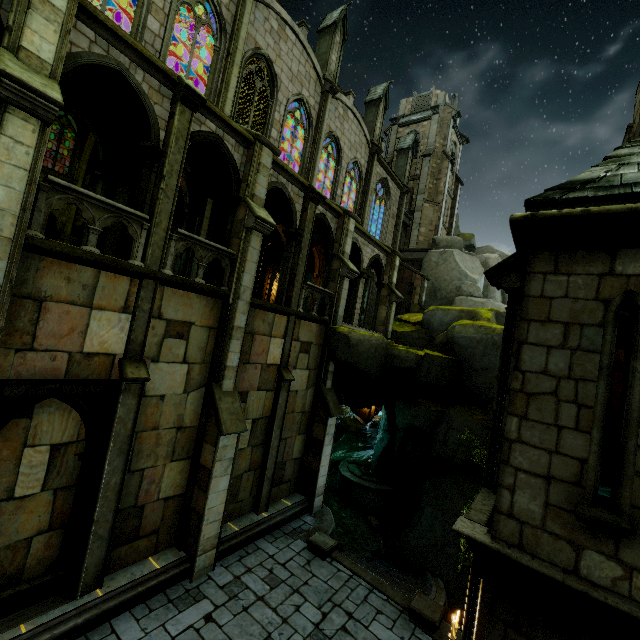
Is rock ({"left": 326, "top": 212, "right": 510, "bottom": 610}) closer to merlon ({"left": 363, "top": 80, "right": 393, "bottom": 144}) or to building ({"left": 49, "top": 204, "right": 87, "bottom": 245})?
building ({"left": 49, "top": 204, "right": 87, "bottom": 245})

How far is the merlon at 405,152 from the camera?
27.8 meters

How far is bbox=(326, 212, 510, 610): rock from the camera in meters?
14.3

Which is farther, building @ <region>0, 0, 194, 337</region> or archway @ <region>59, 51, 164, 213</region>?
archway @ <region>59, 51, 164, 213</region>

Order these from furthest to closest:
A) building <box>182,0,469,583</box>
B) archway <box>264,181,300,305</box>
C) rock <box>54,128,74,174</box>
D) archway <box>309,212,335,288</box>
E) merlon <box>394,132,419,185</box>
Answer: merlon <box>394,132,419,185</box> < rock <box>54,128,74,174</box> < archway <box>309,212,335,288</box> < archway <box>264,181,300,305</box> < building <box>182,0,469,583</box>

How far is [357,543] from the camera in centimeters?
1580cm

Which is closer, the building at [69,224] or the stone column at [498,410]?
the stone column at [498,410]

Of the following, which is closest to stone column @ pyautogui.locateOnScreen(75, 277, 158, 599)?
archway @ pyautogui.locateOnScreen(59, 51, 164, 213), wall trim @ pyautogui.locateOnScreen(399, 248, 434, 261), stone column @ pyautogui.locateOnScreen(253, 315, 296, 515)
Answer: archway @ pyautogui.locateOnScreen(59, 51, 164, 213)
